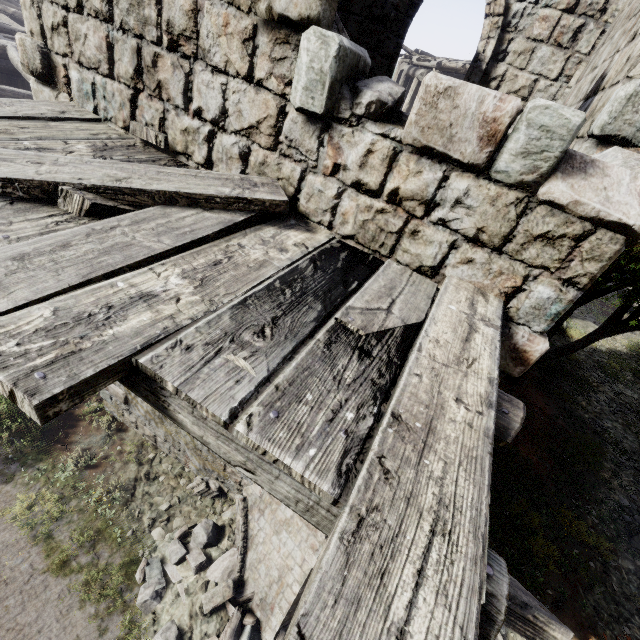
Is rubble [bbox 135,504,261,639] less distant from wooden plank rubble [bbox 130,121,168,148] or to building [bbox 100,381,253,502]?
building [bbox 100,381,253,502]

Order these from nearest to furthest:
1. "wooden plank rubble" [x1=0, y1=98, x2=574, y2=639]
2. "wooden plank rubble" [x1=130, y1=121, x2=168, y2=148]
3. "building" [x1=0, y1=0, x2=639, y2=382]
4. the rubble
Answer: "wooden plank rubble" [x1=0, y1=98, x2=574, y2=639] < "building" [x1=0, y1=0, x2=639, y2=382] < "wooden plank rubble" [x1=130, y1=121, x2=168, y2=148] < the rubble

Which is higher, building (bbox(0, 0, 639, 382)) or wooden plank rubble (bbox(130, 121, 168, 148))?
building (bbox(0, 0, 639, 382))

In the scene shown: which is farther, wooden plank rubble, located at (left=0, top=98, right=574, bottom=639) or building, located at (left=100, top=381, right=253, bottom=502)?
Result: building, located at (left=100, top=381, right=253, bottom=502)

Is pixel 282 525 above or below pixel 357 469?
below

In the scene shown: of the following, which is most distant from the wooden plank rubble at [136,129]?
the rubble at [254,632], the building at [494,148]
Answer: → the rubble at [254,632]

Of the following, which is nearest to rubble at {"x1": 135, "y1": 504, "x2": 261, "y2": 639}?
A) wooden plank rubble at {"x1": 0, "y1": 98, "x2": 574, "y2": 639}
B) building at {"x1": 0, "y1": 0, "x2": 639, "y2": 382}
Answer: building at {"x1": 0, "y1": 0, "x2": 639, "y2": 382}

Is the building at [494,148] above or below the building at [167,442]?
above
